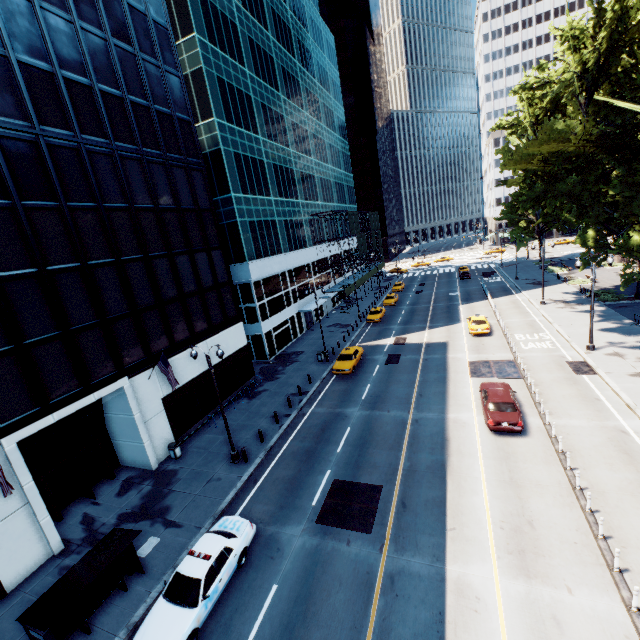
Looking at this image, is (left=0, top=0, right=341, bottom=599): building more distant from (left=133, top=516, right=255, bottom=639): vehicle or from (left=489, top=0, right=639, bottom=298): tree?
(left=489, top=0, right=639, bottom=298): tree

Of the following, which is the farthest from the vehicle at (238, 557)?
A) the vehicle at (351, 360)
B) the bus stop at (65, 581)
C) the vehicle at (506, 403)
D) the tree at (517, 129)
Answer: the tree at (517, 129)

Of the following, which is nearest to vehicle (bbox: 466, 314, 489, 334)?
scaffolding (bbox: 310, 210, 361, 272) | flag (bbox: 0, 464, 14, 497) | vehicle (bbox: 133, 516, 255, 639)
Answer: scaffolding (bbox: 310, 210, 361, 272)

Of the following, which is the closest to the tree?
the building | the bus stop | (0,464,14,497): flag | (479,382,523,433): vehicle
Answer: (479,382,523,433): vehicle

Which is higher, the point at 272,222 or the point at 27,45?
the point at 27,45

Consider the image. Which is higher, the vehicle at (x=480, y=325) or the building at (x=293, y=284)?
the building at (x=293, y=284)

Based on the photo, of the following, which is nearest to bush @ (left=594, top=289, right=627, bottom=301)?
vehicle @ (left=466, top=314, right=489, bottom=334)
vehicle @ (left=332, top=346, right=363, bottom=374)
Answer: vehicle @ (left=466, top=314, right=489, bottom=334)

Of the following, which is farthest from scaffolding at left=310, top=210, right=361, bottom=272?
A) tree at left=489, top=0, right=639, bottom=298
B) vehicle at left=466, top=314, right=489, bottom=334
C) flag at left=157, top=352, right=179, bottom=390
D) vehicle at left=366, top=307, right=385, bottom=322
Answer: flag at left=157, top=352, right=179, bottom=390
